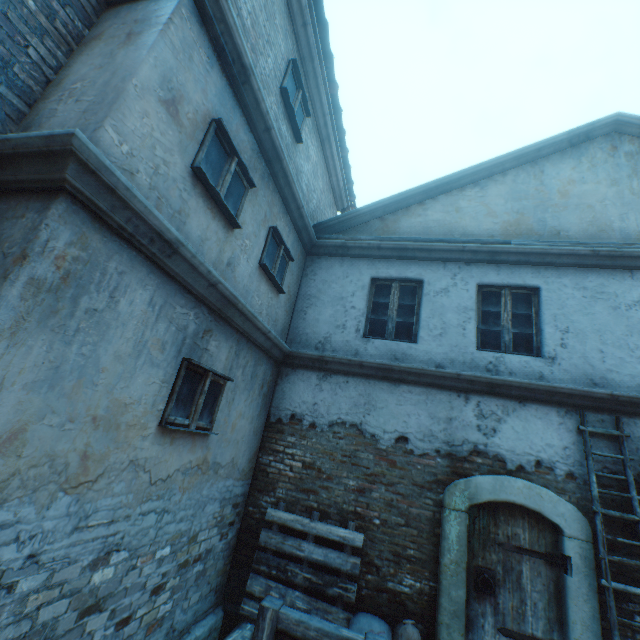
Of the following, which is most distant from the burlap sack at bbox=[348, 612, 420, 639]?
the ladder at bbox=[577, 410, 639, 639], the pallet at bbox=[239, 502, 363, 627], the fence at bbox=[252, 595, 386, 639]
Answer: the ladder at bbox=[577, 410, 639, 639]

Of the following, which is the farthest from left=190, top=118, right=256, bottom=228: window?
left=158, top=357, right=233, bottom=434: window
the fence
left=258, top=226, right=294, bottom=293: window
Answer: the fence

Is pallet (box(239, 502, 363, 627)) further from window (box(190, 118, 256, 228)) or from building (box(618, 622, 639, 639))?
window (box(190, 118, 256, 228))

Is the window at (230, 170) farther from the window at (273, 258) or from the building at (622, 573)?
the window at (273, 258)

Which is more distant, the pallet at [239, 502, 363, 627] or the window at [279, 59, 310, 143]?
the window at [279, 59, 310, 143]

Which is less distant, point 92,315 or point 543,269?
point 92,315

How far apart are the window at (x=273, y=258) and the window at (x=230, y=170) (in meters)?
0.79

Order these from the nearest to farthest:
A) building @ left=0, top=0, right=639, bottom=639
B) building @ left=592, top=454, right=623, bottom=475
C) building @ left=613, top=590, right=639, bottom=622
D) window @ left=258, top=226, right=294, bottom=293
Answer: building @ left=0, top=0, right=639, bottom=639 → building @ left=613, top=590, right=639, bottom=622 → building @ left=592, top=454, right=623, bottom=475 → window @ left=258, top=226, right=294, bottom=293
